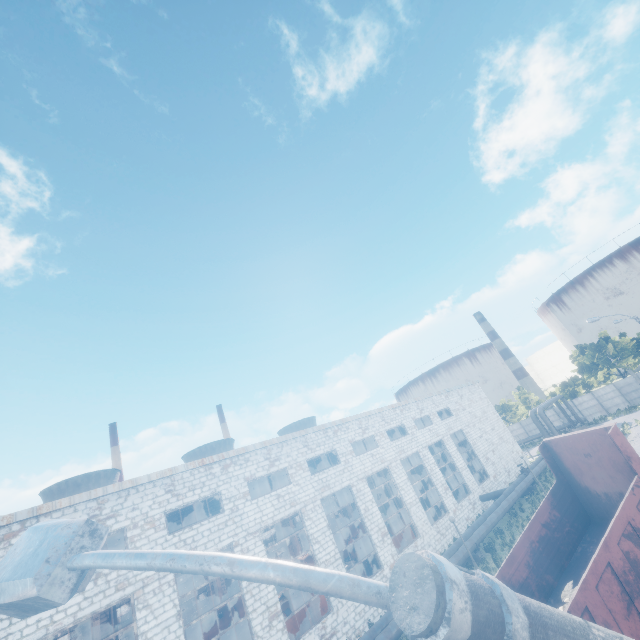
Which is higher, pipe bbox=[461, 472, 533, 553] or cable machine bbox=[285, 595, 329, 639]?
cable machine bbox=[285, 595, 329, 639]

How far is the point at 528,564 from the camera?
9.7 meters

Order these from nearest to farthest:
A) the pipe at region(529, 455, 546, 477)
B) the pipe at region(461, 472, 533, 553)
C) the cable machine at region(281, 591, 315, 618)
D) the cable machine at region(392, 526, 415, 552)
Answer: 1. the cable machine at region(281, 591, 315, 618)
2. the pipe at region(461, 472, 533, 553)
3. the cable machine at region(392, 526, 415, 552)
4. the pipe at region(529, 455, 546, 477)

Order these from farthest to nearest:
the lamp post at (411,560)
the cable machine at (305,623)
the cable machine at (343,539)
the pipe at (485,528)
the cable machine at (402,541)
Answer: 1. the cable machine at (343,539)
2. the cable machine at (402,541)
3. the pipe at (485,528)
4. the cable machine at (305,623)
5. the lamp post at (411,560)

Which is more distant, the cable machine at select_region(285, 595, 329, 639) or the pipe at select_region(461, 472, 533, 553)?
the pipe at select_region(461, 472, 533, 553)

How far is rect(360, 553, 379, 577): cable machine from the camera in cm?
2361

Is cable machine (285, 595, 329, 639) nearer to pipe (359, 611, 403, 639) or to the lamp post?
pipe (359, 611, 403, 639)

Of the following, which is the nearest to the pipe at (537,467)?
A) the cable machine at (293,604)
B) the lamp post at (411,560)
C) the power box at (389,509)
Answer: the lamp post at (411,560)
